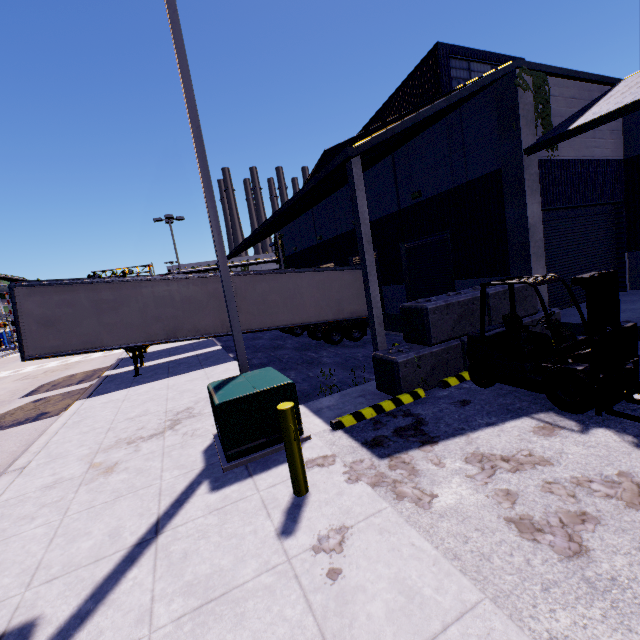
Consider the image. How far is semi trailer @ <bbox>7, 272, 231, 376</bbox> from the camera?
11.5 meters

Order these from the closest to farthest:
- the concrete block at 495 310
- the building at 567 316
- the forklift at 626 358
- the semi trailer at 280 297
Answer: the forklift at 626 358 < the concrete block at 495 310 < the building at 567 316 < the semi trailer at 280 297

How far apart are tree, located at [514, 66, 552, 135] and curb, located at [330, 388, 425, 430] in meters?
8.7 m

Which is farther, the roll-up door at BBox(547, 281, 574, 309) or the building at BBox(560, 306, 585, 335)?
the roll-up door at BBox(547, 281, 574, 309)

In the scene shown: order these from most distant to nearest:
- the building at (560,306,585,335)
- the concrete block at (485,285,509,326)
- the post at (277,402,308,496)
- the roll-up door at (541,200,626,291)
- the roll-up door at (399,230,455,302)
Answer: the roll-up door at (399,230,455,302) → the roll-up door at (541,200,626,291) → the building at (560,306,585,335) → the concrete block at (485,285,509,326) → the post at (277,402,308,496)

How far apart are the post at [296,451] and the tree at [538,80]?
11.0 meters

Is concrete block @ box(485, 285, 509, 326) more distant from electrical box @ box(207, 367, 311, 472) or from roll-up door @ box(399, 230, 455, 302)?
electrical box @ box(207, 367, 311, 472)

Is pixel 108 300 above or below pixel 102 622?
above
